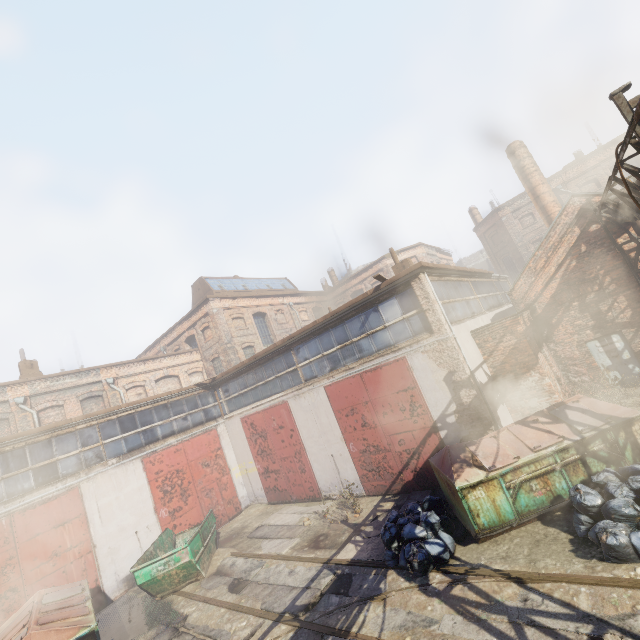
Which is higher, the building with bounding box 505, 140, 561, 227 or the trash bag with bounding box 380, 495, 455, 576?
the building with bounding box 505, 140, 561, 227

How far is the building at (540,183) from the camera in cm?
1767

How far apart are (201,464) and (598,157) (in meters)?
37.84

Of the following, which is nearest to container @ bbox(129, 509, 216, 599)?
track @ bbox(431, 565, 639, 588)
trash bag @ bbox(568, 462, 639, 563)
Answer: track @ bbox(431, 565, 639, 588)

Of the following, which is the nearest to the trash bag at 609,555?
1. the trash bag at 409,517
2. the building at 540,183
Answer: the trash bag at 409,517

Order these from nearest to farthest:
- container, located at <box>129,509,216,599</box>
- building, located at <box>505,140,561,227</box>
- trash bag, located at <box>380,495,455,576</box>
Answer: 1. trash bag, located at <box>380,495,455,576</box>
2. container, located at <box>129,509,216,599</box>
3. building, located at <box>505,140,561,227</box>

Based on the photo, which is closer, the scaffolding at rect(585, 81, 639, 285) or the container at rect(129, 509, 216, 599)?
the scaffolding at rect(585, 81, 639, 285)

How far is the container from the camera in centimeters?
973cm
